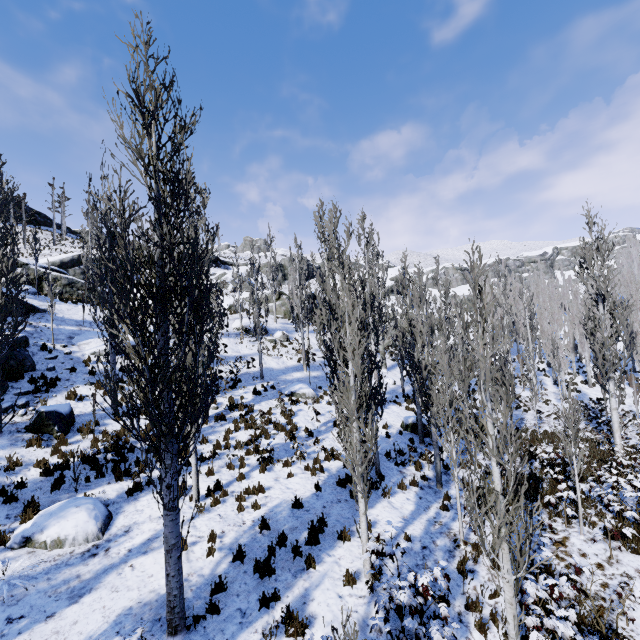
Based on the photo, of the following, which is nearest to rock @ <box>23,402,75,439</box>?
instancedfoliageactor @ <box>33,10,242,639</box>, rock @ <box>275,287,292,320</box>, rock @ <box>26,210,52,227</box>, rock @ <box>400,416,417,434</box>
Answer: instancedfoliageactor @ <box>33,10,242,639</box>

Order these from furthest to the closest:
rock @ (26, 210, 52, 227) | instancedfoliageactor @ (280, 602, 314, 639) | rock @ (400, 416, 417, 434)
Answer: rock @ (26, 210, 52, 227) < rock @ (400, 416, 417, 434) < instancedfoliageactor @ (280, 602, 314, 639)

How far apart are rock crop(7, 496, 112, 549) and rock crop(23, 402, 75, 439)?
3.4m

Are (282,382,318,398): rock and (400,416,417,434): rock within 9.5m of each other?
yes

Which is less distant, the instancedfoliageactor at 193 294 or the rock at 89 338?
the instancedfoliageactor at 193 294

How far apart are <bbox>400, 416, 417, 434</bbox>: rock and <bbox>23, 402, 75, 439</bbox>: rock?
14.80m

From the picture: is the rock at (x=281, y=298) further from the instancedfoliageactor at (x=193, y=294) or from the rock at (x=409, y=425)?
the rock at (x=409, y=425)

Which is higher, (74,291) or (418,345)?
(74,291)
